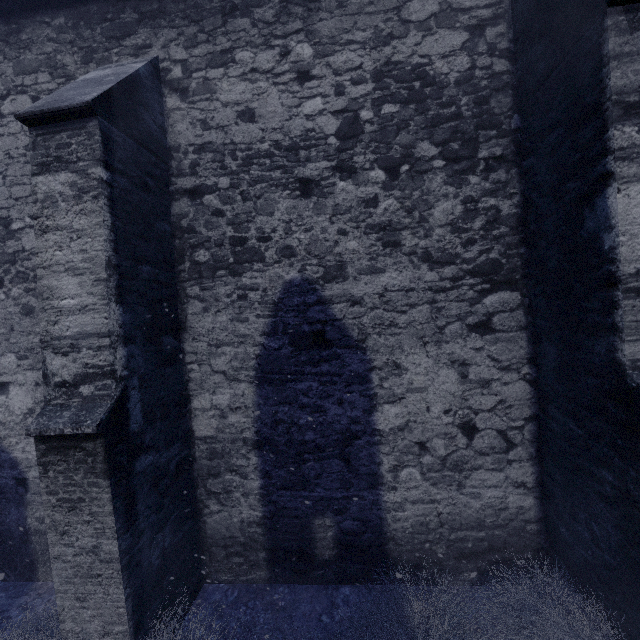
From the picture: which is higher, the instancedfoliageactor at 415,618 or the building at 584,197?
the building at 584,197

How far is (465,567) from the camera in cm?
333

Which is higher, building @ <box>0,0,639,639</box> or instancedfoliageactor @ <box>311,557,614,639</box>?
building @ <box>0,0,639,639</box>
